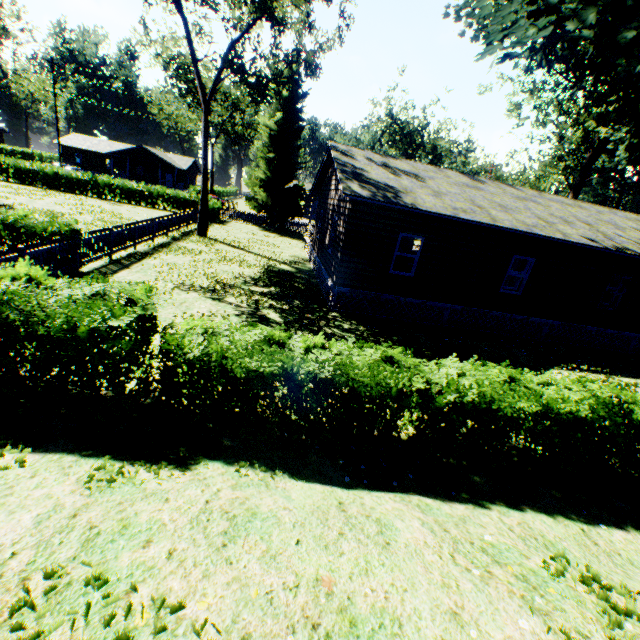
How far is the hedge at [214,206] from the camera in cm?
3152

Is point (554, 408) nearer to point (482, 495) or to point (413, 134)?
point (482, 495)

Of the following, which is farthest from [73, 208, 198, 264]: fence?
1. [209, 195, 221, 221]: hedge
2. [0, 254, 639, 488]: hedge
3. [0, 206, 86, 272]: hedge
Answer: [0, 254, 639, 488]: hedge

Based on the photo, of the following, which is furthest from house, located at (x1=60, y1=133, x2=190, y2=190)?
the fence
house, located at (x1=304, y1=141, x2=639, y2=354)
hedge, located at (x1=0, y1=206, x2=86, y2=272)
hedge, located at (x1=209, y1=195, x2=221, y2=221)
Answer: house, located at (x1=304, y1=141, x2=639, y2=354)

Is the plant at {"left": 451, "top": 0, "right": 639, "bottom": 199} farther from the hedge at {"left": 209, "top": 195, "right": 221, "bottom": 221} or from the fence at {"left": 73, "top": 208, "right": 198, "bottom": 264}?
the hedge at {"left": 209, "top": 195, "right": 221, "bottom": 221}

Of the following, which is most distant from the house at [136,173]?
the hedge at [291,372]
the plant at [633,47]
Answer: the hedge at [291,372]

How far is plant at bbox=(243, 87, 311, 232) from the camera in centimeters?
3103cm

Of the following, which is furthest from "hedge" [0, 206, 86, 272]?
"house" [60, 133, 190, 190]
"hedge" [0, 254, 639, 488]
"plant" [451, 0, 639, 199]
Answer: "house" [60, 133, 190, 190]
